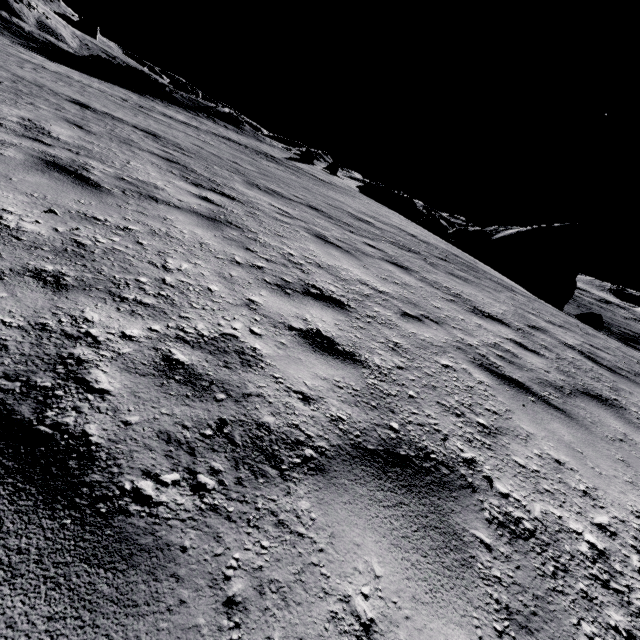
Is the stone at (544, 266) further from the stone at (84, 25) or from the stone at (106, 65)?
the stone at (84, 25)

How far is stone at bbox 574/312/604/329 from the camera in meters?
20.2

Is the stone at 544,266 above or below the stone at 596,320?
above

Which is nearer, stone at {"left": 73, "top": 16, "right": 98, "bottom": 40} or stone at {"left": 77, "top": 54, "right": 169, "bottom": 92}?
stone at {"left": 77, "top": 54, "right": 169, "bottom": 92}

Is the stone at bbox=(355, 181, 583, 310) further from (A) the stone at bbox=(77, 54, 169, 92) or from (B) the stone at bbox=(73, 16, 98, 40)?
(B) the stone at bbox=(73, 16, 98, 40)

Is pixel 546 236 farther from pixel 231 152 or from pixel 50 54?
pixel 50 54

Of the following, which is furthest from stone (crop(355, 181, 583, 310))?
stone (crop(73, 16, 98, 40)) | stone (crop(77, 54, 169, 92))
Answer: stone (crop(73, 16, 98, 40))
